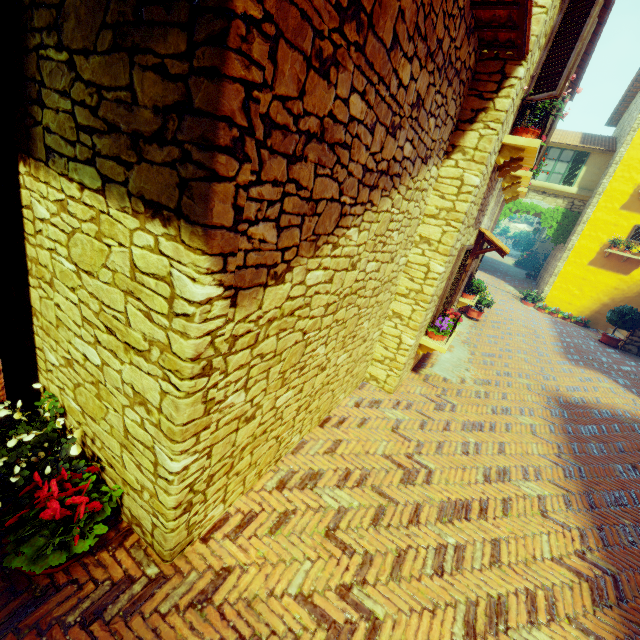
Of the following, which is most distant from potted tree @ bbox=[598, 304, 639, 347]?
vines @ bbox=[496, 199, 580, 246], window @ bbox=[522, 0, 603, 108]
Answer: window @ bbox=[522, 0, 603, 108]

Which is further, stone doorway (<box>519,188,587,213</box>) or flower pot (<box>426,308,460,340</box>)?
stone doorway (<box>519,188,587,213</box>)

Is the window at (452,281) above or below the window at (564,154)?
below

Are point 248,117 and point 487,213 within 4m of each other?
no

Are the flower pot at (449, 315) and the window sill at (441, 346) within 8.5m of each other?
yes

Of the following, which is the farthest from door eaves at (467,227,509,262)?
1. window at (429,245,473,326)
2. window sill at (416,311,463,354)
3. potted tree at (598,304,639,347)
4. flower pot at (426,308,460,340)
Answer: potted tree at (598,304,639,347)

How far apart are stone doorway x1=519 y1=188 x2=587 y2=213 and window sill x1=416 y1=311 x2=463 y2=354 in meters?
13.3

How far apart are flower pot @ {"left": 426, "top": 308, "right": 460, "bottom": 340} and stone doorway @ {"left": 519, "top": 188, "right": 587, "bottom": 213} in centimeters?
1396cm
